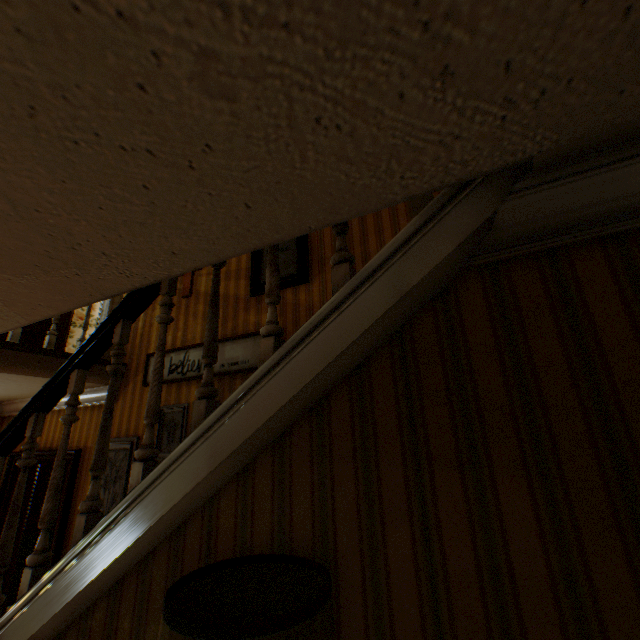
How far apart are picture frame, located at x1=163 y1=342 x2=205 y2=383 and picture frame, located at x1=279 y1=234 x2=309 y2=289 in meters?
0.4

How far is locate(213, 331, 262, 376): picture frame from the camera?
3.4 meters

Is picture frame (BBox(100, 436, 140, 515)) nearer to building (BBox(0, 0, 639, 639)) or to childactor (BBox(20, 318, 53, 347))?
building (BBox(0, 0, 639, 639))

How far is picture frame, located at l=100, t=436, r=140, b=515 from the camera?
3.7m

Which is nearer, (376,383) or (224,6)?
(224,6)

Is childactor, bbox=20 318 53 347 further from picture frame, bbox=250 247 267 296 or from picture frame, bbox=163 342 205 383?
picture frame, bbox=250 247 267 296

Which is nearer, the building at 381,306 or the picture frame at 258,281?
the building at 381,306

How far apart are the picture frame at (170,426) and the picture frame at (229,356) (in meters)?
0.25
